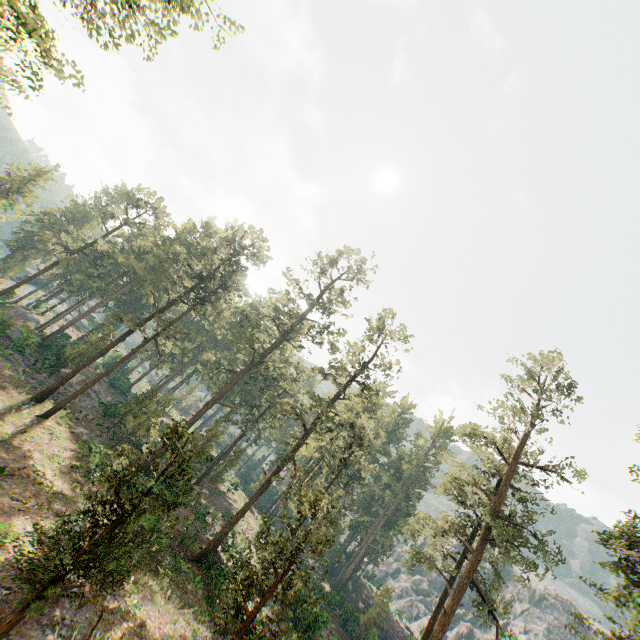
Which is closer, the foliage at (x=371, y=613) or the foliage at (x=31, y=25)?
the foliage at (x=31, y=25)

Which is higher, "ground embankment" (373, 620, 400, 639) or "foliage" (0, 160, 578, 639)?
"foliage" (0, 160, 578, 639)

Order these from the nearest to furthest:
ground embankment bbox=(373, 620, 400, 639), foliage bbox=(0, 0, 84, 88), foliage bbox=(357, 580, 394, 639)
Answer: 1. foliage bbox=(0, 0, 84, 88)
2. foliage bbox=(357, 580, 394, 639)
3. ground embankment bbox=(373, 620, 400, 639)

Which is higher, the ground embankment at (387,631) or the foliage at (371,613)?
the foliage at (371,613)

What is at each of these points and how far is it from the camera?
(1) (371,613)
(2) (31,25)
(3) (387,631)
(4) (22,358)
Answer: (1) foliage, 35.6 meters
(2) foliage, 11.9 meters
(3) ground embankment, 46.3 meters
(4) foliage, 35.6 meters

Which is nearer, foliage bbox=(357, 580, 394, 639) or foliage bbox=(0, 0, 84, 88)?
foliage bbox=(0, 0, 84, 88)
